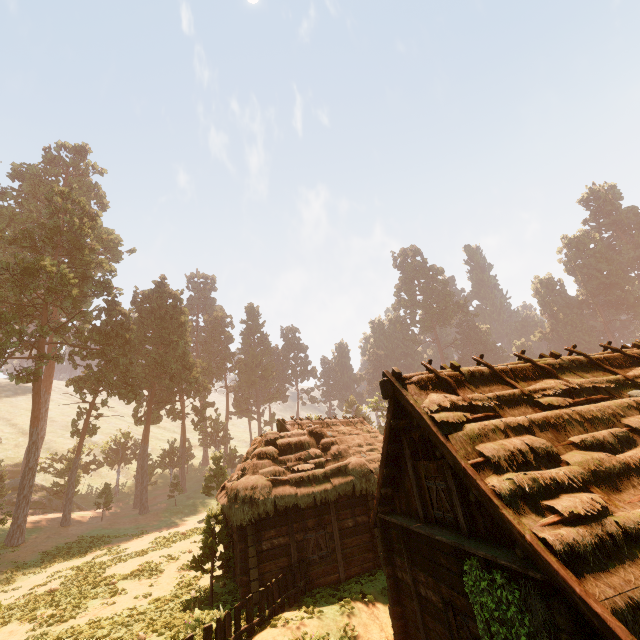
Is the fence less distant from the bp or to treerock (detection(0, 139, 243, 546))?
the bp

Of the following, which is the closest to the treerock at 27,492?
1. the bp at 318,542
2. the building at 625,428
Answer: the building at 625,428

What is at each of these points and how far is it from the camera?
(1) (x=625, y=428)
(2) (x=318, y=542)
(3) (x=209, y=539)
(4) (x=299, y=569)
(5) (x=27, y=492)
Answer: (1) building, 8.0m
(2) bp, 14.0m
(3) treerock, 13.6m
(4) fence, 12.8m
(5) treerock, 27.1m

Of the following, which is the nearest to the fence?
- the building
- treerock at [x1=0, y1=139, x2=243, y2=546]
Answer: the building

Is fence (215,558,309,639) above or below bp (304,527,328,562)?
below

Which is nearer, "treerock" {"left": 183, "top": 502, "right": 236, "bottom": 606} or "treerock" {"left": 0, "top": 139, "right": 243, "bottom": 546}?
"treerock" {"left": 183, "top": 502, "right": 236, "bottom": 606}

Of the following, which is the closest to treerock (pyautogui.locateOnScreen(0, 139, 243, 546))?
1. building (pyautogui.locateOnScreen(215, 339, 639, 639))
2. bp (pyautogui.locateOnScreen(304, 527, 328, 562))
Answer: building (pyautogui.locateOnScreen(215, 339, 639, 639))

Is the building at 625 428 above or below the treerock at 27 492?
below
